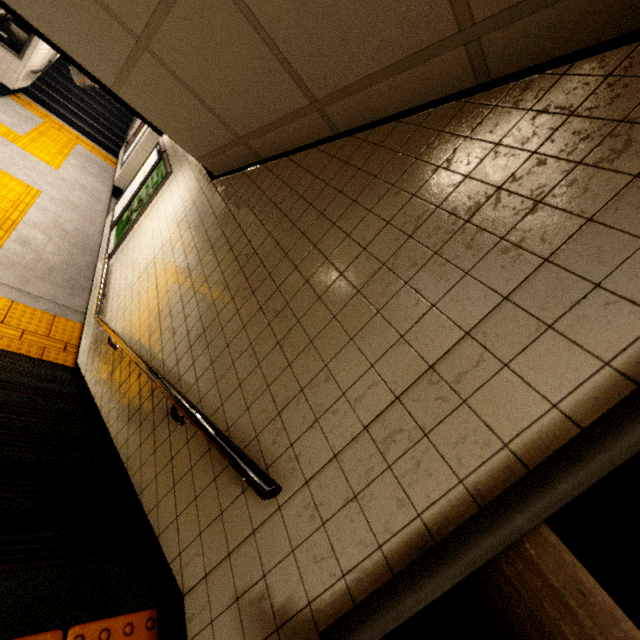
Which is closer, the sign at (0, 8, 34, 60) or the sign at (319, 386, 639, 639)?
the sign at (319, 386, 639, 639)

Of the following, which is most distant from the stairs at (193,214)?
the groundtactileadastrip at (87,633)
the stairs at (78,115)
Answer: the stairs at (78,115)

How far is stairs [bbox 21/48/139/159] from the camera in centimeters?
1075cm

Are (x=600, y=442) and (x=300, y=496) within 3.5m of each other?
yes

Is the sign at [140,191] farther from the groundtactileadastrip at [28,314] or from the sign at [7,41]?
the sign at [7,41]

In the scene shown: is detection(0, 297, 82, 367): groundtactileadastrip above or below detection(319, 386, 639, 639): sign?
below

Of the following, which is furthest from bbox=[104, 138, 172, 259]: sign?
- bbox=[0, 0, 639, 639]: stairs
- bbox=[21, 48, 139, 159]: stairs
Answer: bbox=[21, 48, 139, 159]: stairs

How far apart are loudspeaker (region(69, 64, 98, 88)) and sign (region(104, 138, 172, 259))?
1.1m
